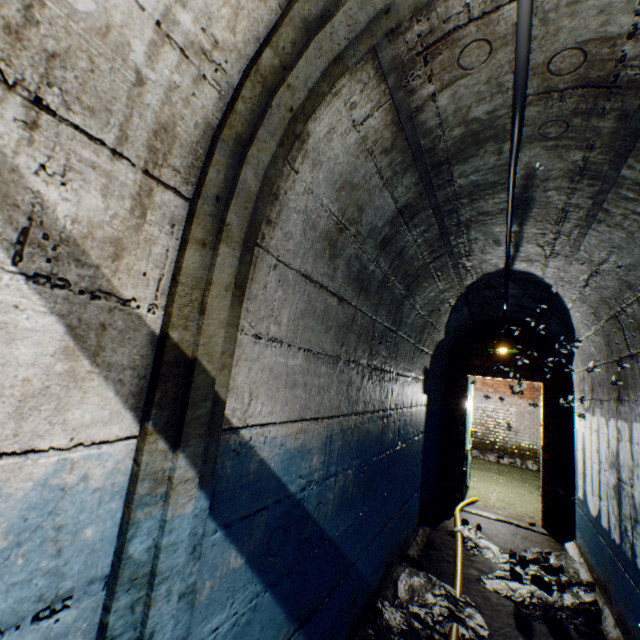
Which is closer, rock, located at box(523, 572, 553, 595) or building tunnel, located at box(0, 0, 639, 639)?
building tunnel, located at box(0, 0, 639, 639)

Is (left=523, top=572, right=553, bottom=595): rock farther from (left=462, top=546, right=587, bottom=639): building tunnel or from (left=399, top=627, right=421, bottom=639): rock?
(left=399, top=627, right=421, bottom=639): rock

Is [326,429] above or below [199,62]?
below

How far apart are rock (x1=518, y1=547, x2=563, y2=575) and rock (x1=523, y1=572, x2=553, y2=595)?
0.2m

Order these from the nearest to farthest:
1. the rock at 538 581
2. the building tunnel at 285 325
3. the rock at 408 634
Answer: the building tunnel at 285 325 < the rock at 408 634 < the rock at 538 581

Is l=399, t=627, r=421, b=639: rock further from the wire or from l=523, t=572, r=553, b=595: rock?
the wire

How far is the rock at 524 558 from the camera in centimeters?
334cm

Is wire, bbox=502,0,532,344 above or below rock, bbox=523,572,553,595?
above
